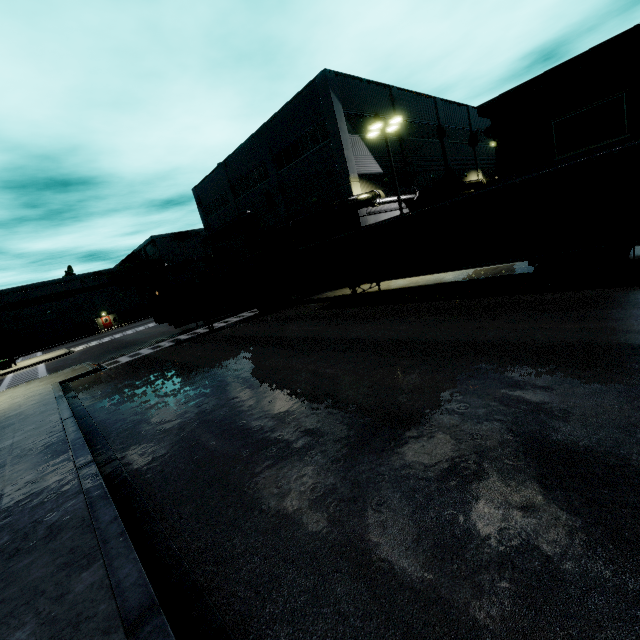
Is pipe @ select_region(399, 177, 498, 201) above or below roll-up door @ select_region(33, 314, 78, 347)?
above

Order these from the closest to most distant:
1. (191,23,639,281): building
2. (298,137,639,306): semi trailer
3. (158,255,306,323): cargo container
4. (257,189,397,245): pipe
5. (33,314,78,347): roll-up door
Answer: (298,137,639,306): semi trailer
(191,23,639,281): building
(158,255,306,323): cargo container
(257,189,397,245): pipe
(33,314,78,347): roll-up door

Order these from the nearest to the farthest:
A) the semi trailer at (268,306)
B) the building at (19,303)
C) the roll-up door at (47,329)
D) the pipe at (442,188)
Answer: the semi trailer at (268,306), the pipe at (442,188), the building at (19,303), the roll-up door at (47,329)

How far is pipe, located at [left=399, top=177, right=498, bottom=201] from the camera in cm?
2600

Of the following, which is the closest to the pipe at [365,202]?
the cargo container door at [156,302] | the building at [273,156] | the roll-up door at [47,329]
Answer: the building at [273,156]

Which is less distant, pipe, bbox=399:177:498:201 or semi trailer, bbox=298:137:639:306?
semi trailer, bbox=298:137:639:306

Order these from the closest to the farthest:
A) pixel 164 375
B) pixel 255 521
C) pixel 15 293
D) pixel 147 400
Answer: pixel 255 521 < pixel 147 400 < pixel 164 375 < pixel 15 293

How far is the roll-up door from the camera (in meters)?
55.11
